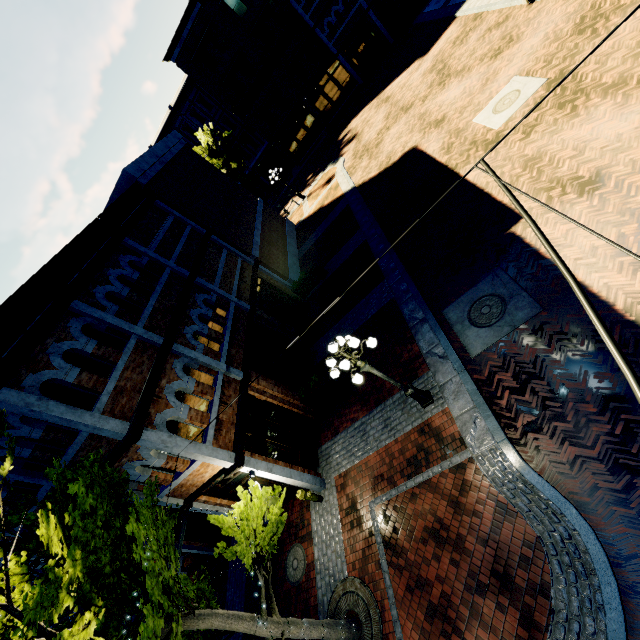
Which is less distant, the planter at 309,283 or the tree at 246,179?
the planter at 309,283

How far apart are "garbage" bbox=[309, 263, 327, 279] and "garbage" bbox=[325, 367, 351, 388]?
6.82m

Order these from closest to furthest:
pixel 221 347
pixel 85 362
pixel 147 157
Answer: pixel 85 362 → pixel 221 347 → pixel 147 157

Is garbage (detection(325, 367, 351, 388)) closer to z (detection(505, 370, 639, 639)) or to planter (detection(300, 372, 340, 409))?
planter (detection(300, 372, 340, 409))

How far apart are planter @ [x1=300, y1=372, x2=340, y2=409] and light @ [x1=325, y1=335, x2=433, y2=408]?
3.49m

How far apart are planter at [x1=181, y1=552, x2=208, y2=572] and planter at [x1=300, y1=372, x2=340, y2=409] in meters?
8.1 m

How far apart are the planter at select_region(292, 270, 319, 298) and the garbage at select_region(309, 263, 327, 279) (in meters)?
0.11

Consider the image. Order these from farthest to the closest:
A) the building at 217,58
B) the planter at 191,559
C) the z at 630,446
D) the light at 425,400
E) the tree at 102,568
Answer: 1. the building at 217,58
2. the planter at 191,559
3. the light at 425,400
4. the z at 630,446
5. the tree at 102,568
